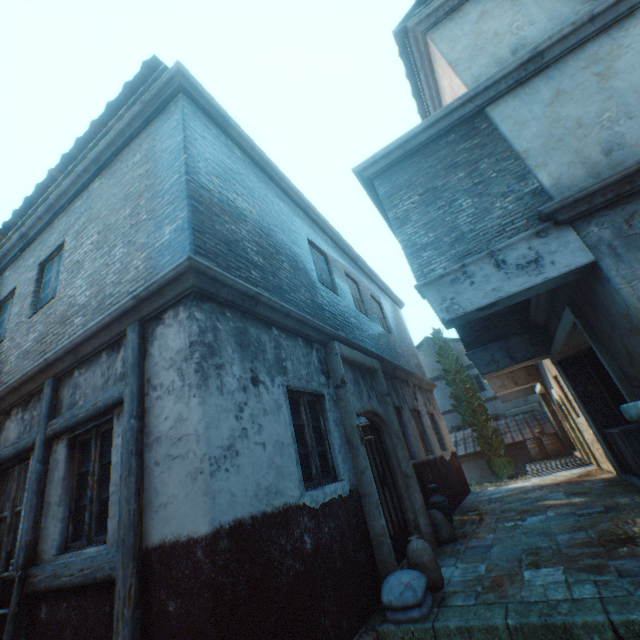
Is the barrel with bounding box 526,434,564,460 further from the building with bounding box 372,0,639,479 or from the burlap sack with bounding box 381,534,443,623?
the burlap sack with bounding box 381,534,443,623

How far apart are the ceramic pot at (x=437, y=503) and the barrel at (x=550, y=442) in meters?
12.2 m

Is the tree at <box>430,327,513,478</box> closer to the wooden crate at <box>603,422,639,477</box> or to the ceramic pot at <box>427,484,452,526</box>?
the wooden crate at <box>603,422,639,477</box>

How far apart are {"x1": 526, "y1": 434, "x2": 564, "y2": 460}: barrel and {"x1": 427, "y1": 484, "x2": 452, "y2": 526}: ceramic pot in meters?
12.2

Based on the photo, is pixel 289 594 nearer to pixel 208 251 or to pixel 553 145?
pixel 208 251

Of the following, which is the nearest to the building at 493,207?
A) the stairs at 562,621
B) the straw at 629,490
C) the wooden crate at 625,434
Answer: the stairs at 562,621

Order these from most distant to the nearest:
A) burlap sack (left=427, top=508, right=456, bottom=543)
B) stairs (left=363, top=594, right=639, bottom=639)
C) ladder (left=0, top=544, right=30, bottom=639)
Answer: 1. burlap sack (left=427, top=508, right=456, bottom=543)
2. ladder (left=0, top=544, right=30, bottom=639)
3. stairs (left=363, top=594, right=639, bottom=639)

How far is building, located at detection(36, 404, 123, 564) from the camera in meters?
3.4 m
